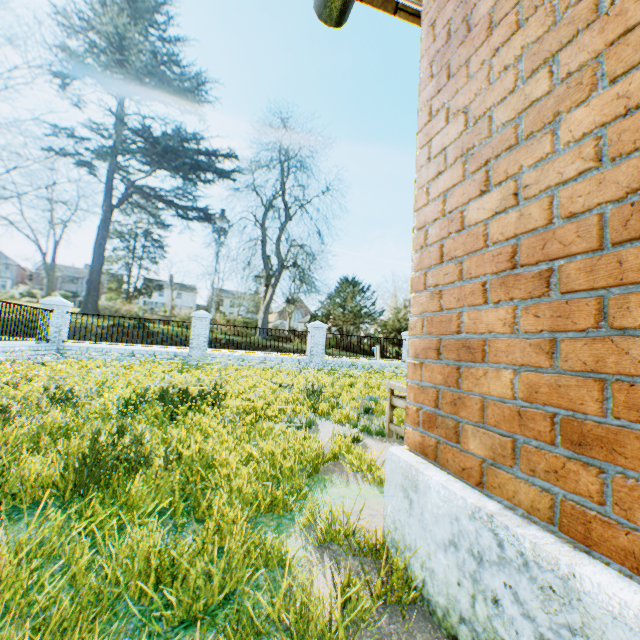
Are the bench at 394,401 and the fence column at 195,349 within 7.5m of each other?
no

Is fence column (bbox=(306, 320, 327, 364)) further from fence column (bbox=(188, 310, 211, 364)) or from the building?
the building

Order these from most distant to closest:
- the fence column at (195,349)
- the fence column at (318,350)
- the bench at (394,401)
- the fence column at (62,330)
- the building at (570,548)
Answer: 1. the fence column at (318,350)
2. the fence column at (195,349)
3. the fence column at (62,330)
4. the bench at (394,401)
5. the building at (570,548)

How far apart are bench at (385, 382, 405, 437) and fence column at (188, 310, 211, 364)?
11.7m

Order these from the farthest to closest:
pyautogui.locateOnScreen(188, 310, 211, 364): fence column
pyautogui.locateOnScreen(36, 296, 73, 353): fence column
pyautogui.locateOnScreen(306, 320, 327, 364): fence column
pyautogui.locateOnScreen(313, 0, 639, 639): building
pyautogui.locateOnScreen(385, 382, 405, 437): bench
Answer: pyautogui.locateOnScreen(306, 320, 327, 364): fence column → pyautogui.locateOnScreen(188, 310, 211, 364): fence column → pyautogui.locateOnScreen(36, 296, 73, 353): fence column → pyautogui.locateOnScreen(385, 382, 405, 437): bench → pyautogui.locateOnScreen(313, 0, 639, 639): building

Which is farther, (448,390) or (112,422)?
(112,422)

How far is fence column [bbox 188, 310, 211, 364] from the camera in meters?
14.3

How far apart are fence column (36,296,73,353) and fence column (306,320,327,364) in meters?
10.3
